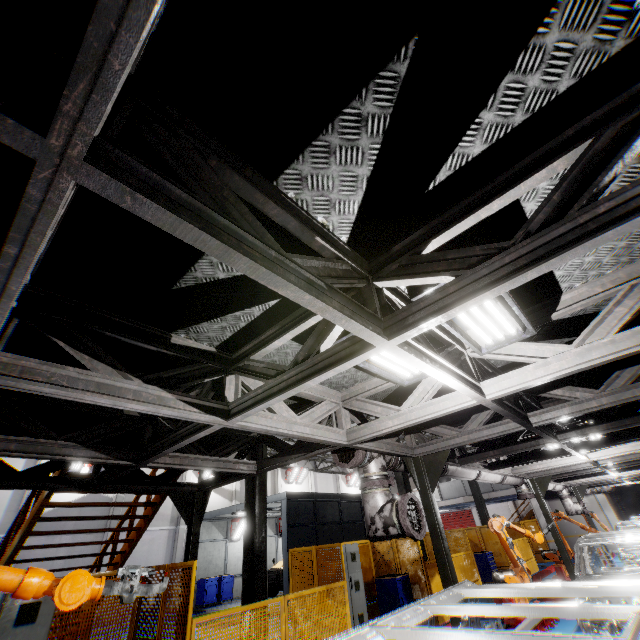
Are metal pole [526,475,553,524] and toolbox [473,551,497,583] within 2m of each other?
no

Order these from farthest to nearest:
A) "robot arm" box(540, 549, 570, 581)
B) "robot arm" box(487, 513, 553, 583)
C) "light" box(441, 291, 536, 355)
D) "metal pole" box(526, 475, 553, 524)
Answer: "robot arm" box(540, 549, 570, 581) < "metal pole" box(526, 475, 553, 524) < "robot arm" box(487, 513, 553, 583) < "light" box(441, 291, 536, 355)

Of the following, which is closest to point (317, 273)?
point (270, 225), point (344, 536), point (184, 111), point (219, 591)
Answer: point (270, 225)

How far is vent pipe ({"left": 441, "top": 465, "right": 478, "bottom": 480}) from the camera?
7.09m

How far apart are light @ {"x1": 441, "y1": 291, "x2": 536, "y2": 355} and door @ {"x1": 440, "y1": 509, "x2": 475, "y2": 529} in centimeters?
3846cm

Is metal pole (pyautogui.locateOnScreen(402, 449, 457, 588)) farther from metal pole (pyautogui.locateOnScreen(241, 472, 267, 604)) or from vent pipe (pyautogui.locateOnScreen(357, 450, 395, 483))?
metal pole (pyautogui.locateOnScreen(241, 472, 267, 604))

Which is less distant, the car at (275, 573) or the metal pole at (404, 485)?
the metal pole at (404, 485)

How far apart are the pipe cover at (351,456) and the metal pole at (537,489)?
9.10m
